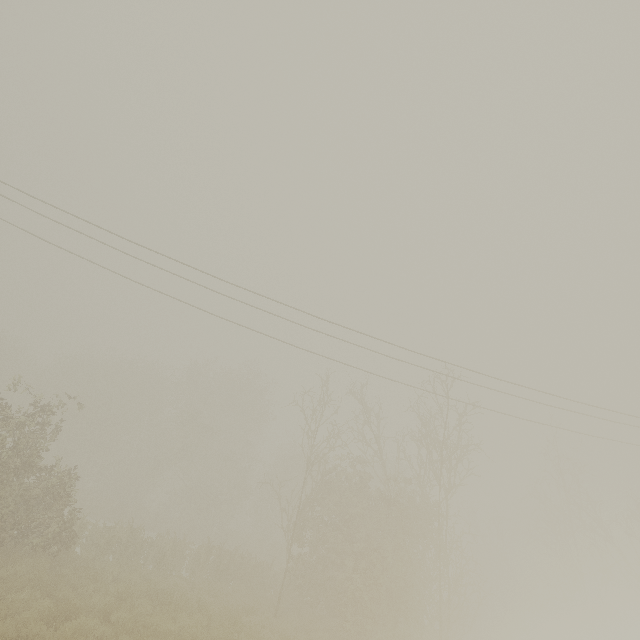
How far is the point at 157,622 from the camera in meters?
9.0
